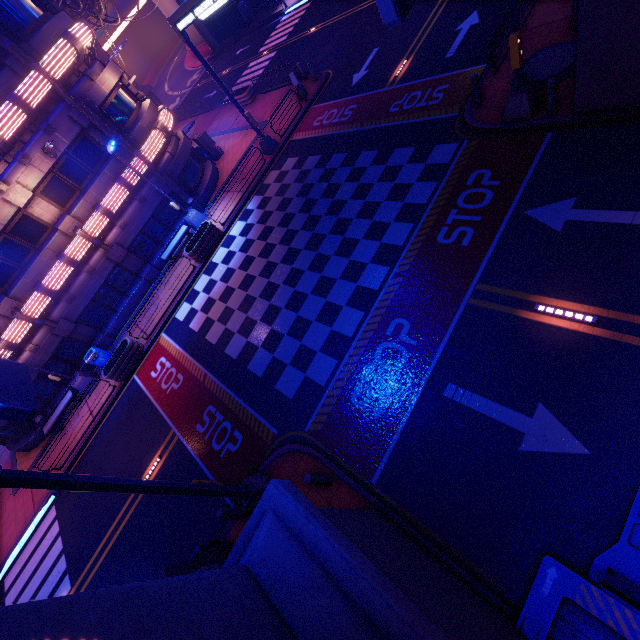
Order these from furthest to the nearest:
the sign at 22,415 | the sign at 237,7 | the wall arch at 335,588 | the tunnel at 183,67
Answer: the tunnel at 183,67
the sign at 237,7
the sign at 22,415
the wall arch at 335,588

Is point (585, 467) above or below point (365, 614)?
below

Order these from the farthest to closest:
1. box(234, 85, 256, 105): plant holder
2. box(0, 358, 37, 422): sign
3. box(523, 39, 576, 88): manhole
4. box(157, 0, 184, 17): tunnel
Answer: box(157, 0, 184, 17): tunnel → box(234, 85, 256, 105): plant holder → box(523, 39, 576, 88): manhole → box(0, 358, 37, 422): sign

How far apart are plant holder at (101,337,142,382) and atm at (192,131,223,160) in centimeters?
1458cm

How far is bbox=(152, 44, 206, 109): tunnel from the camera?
42.31m

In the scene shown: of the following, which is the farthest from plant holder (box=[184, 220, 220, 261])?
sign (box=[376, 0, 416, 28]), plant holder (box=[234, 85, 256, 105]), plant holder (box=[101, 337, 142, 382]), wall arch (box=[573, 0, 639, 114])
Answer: wall arch (box=[573, 0, 639, 114])

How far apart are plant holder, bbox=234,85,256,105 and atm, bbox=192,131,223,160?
5.0 meters

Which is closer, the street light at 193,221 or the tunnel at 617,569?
the tunnel at 617,569
